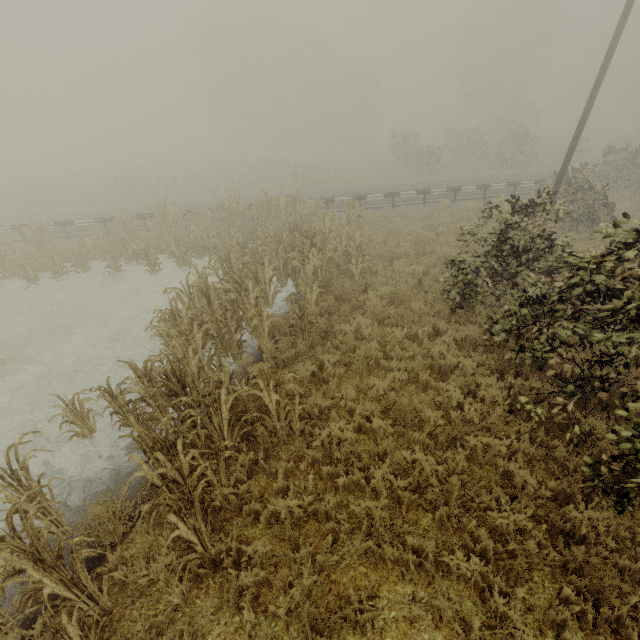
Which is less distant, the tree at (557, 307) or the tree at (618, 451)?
the tree at (618, 451)

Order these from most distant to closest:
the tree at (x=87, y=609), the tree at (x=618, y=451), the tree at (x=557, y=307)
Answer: the tree at (x=557, y=307)
the tree at (x=618, y=451)
the tree at (x=87, y=609)

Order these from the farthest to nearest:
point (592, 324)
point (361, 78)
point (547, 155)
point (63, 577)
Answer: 1. point (361, 78)
2. point (547, 155)
3. point (592, 324)
4. point (63, 577)

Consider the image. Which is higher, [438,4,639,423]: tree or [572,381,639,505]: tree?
[438,4,639,423]: tree

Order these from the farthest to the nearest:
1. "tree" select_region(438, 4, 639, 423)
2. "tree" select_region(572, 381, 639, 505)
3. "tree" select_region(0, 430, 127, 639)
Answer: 1. "tree" select_region(438, 4, 639, 423)
2. "tree" select_region(572, 381, 639, 505)
3. "tree" select_region(0, 430, 127, 639)

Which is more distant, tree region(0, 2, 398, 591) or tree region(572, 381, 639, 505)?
tree region(0, 2, 398, 591)
